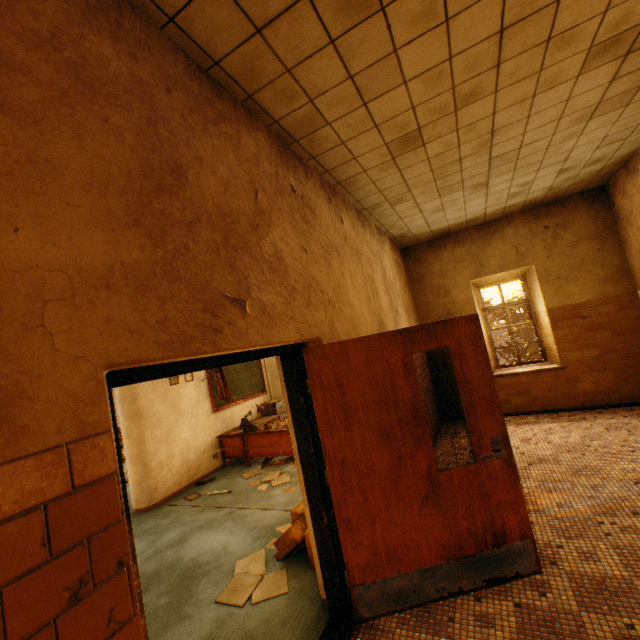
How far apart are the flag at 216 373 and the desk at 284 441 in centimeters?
75cm

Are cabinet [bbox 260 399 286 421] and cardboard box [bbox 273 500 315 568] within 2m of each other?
no

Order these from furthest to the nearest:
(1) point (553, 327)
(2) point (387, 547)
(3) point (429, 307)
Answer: (3) point (429, 307) → (1) point (553, 327) → (2) point (387, 547)

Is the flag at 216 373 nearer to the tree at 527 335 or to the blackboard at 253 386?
the blackboard at 253 386

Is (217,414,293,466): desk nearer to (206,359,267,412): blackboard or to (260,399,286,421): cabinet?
(206,359,267,412): blackboard

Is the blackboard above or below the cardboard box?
above

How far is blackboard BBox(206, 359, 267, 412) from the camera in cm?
725

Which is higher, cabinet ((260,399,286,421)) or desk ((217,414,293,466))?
cabinet ((260,399,286,421))
